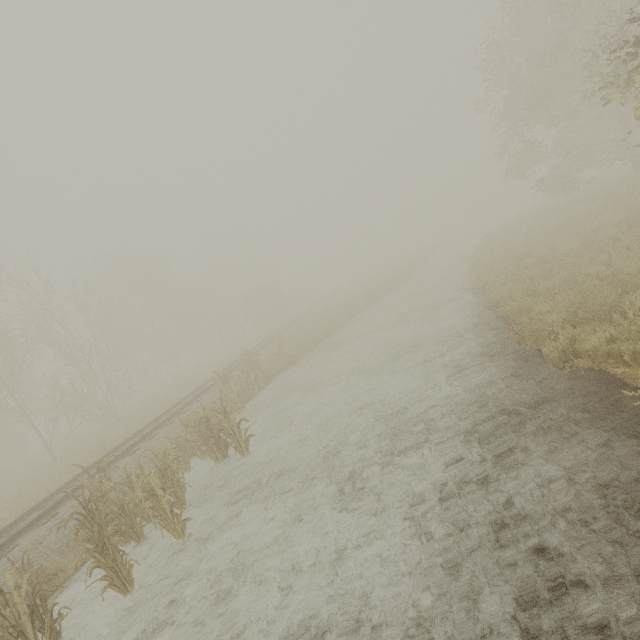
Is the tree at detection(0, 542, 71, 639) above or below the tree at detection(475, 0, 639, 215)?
below

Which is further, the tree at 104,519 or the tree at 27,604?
the tree at 104,519

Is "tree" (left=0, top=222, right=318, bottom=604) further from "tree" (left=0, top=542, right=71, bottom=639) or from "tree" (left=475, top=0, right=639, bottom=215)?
"tree" (left=0, top=542, right=71, bottom=639)

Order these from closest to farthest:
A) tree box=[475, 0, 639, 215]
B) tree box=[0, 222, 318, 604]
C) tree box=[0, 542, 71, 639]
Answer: tree box=[0, 542, 71, 639]
tree box=[0, 222, 318, 604]
tree box=[475, 0, 639, 215]

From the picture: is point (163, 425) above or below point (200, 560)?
above

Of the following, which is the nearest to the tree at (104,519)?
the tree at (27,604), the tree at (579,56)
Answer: the tree at (579,56)

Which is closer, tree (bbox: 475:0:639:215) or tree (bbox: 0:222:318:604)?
tree (bbox: 0:222:318:604)
